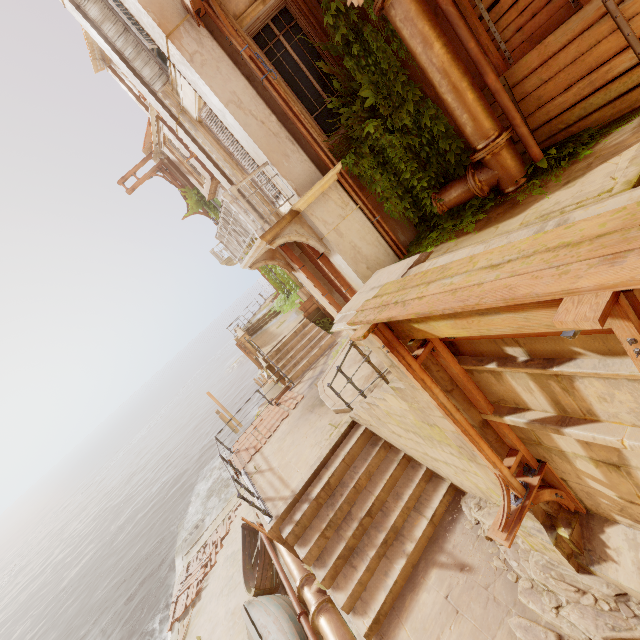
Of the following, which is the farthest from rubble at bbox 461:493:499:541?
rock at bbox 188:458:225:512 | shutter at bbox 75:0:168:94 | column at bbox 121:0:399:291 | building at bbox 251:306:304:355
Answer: rock at bbox 188:458:225:512

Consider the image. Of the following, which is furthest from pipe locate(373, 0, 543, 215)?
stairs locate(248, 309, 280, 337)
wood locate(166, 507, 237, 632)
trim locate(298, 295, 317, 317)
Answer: wood locate(166, 507, 237, 632)

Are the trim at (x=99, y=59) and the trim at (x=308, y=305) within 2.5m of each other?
no

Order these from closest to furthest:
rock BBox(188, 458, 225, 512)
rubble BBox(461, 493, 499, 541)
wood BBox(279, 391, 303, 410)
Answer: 1. rubble BBox(461, 493, 499, 541)
2. wood BBox(279, 391, 303, 410)
3. rock BBox(188, 458, 225, 512)

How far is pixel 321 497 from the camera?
7.05m

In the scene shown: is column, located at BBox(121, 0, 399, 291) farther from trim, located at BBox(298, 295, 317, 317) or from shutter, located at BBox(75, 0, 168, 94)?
trim, located at BBox(298, 295, 317, 317)

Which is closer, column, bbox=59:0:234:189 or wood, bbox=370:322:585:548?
wood, bbox=370:322:585:548

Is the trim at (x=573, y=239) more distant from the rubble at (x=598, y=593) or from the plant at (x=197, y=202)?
the rubble at (x=598, y=593)
